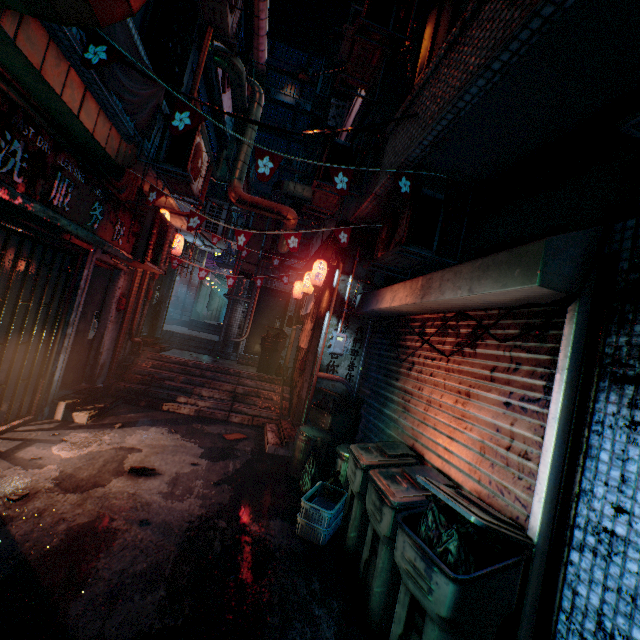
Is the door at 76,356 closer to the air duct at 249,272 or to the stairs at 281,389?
the stairs at 281,389

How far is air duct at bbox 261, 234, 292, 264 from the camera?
8.4 meters

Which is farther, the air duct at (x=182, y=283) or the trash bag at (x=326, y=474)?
the air duct at (x=182, y=283)

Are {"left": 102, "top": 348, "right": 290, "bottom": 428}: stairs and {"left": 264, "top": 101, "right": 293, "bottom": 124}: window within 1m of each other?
no

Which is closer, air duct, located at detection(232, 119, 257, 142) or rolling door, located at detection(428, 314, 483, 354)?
rolling door, located at detection(428, 314, 483, 354)

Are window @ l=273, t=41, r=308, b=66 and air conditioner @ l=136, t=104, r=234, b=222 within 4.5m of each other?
no

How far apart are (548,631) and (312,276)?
5.0 meters

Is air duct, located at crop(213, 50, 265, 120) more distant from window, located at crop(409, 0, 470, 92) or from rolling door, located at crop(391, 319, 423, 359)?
window, located at crop(409, 0, 470, 92)
